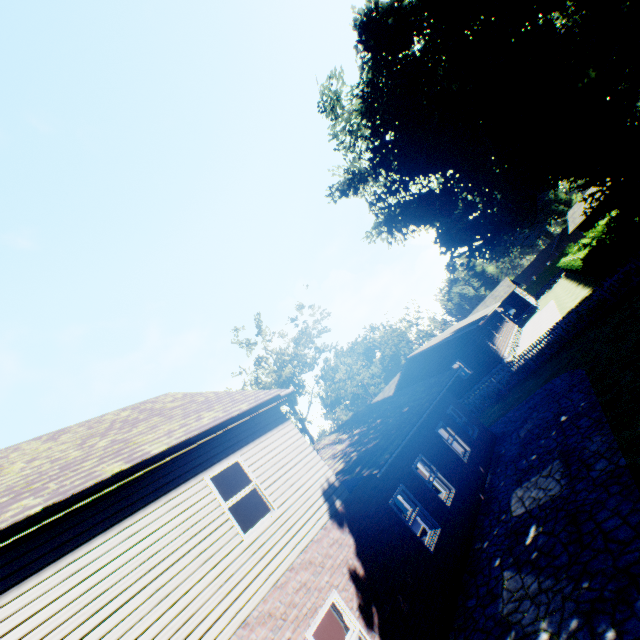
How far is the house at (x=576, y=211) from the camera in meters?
41.2 m

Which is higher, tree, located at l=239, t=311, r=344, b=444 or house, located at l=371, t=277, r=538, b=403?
tree, located at l=239, t=311, r=344, b=444

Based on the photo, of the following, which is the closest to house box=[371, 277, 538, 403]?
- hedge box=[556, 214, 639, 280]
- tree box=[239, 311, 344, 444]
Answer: hedge box=[556, 214, 639, 280]

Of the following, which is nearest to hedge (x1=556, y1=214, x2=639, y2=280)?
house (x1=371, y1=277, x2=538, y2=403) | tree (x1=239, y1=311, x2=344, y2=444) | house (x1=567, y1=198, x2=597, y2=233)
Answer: house (x1=567, y1=198, x2=597, y2=233)

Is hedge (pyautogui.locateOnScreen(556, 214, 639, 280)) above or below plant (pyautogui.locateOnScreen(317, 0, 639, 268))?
below

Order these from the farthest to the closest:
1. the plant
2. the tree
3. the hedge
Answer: the tree < the plant < the hedge

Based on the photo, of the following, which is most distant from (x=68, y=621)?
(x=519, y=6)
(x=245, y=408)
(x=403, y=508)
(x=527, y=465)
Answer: (x=519, y=6)

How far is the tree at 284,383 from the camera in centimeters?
2650cm
